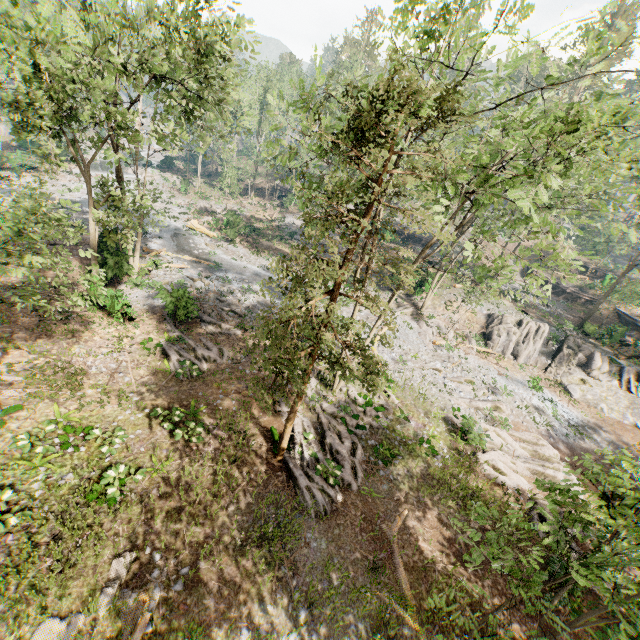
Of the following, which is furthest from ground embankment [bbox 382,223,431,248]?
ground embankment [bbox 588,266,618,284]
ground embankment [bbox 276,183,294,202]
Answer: ground embankment [bbox 588,266,618,284]

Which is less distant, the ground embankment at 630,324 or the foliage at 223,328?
the foliage at 223,328

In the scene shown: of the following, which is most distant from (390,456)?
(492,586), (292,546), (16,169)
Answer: (16,169)

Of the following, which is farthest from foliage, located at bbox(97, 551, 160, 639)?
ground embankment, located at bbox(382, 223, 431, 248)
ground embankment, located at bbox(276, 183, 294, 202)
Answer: ground embankment, located at bbox(276, 183, 294, 202)

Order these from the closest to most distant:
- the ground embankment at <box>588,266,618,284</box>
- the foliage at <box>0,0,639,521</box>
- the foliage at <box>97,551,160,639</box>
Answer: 1. the foliage at <box>0,0,639,521</box>
2. the foliage at <box>97,551,160,639</box>
3. the ground embankment at <box>588,266,618,284</box>

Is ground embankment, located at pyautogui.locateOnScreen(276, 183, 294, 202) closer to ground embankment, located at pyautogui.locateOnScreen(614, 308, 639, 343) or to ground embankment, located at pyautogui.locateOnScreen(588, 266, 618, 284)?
ground embankment, located at pyautogui.locateOnScreen(614, 308, 639, 343)

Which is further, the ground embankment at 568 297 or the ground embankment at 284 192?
the ground embankment at 284 192

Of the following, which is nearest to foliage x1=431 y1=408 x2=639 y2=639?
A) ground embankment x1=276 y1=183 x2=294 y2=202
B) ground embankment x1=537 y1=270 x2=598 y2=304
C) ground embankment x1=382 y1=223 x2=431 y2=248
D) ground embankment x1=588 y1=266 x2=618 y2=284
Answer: ground embankment x1=382 y1=223 x2=431 y2=248
